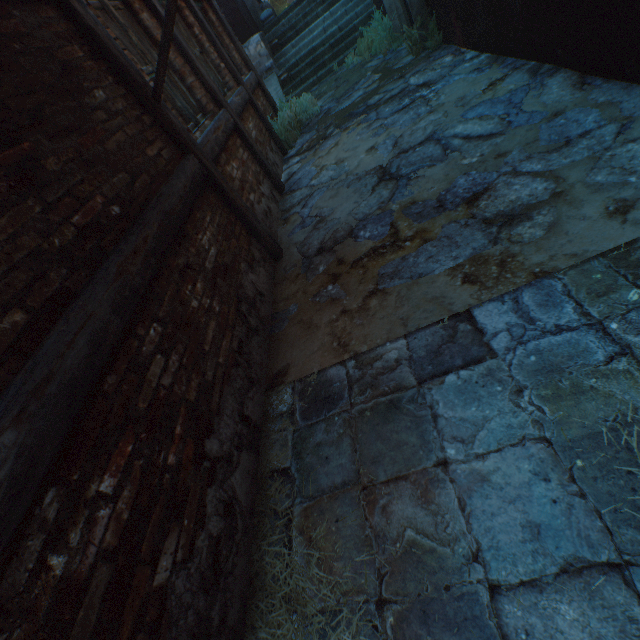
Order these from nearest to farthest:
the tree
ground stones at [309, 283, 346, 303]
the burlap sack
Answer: ground stones at [309, 283, 346, 303] < the burlap sack < the tree

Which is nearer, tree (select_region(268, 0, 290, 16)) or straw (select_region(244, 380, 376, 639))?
straw (select_region(244, 380, 376, 639))

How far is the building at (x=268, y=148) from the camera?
5.46m

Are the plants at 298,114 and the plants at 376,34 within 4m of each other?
yes

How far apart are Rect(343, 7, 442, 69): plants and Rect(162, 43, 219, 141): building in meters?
5.3 m

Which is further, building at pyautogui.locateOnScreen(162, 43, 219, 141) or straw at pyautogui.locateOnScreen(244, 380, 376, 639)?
building at pyautogui.locateOnScreen(162, 43, 219, 141)

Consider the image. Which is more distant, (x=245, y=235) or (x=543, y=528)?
(x=245, y=235)

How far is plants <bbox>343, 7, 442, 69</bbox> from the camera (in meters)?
5.78
